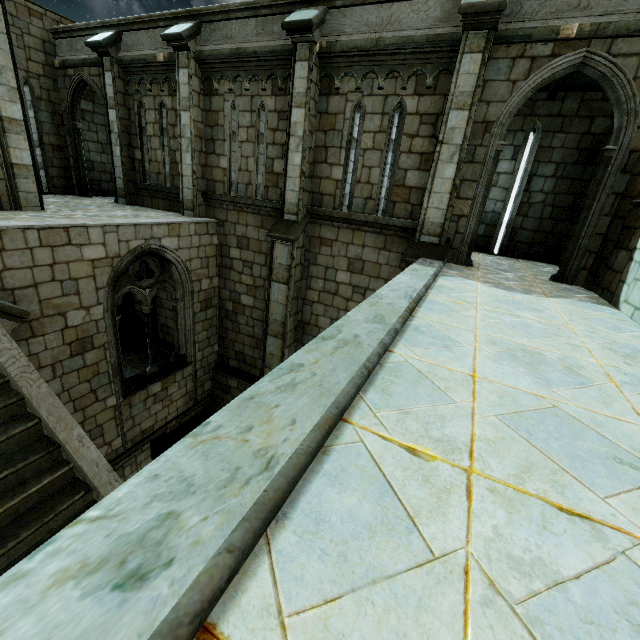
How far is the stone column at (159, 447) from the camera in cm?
1015

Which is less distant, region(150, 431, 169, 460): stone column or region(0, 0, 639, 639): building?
region(0, 0, 639, 639): building

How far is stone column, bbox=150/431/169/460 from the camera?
10.1m

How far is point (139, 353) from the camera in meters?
12.3

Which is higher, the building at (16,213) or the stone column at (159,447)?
the building at (16,213)

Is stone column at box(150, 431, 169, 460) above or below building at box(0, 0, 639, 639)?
below
